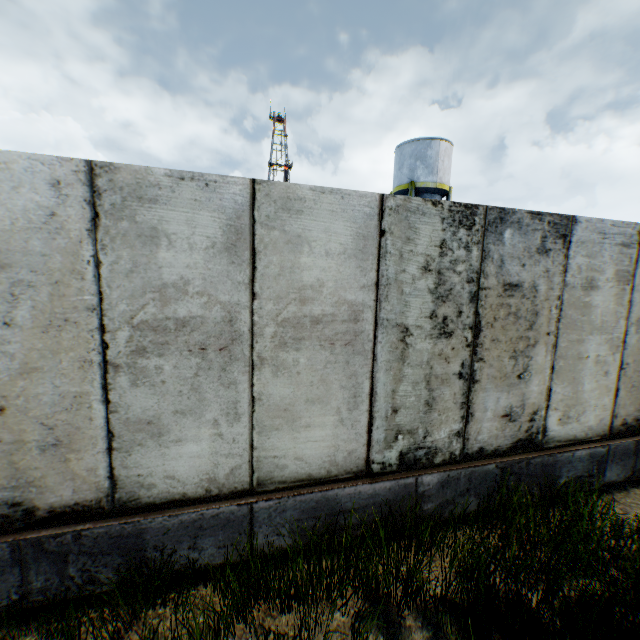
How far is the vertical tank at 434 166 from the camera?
22.0 meters

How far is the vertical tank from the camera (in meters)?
22.03

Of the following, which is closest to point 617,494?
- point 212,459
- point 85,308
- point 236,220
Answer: point 212,459
